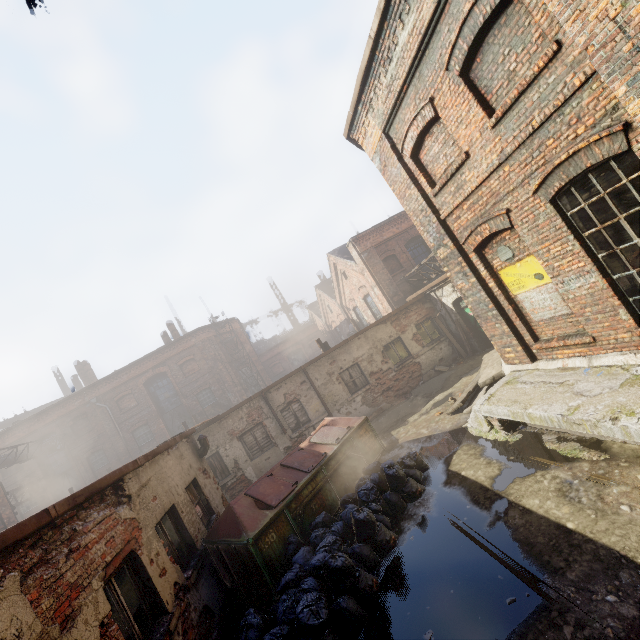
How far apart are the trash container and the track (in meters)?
2.41

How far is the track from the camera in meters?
3.7 m

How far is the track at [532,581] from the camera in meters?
3.7 m

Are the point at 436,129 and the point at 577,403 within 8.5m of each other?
yes

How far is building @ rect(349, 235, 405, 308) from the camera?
17.7 meters

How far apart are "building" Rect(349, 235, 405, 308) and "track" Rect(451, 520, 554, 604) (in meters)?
12.58

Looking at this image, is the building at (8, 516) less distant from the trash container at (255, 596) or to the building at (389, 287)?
the trash container at (255, 596)

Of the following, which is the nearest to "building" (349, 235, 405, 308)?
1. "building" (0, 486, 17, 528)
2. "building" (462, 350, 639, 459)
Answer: "building" (462, 350, 639, 459)
